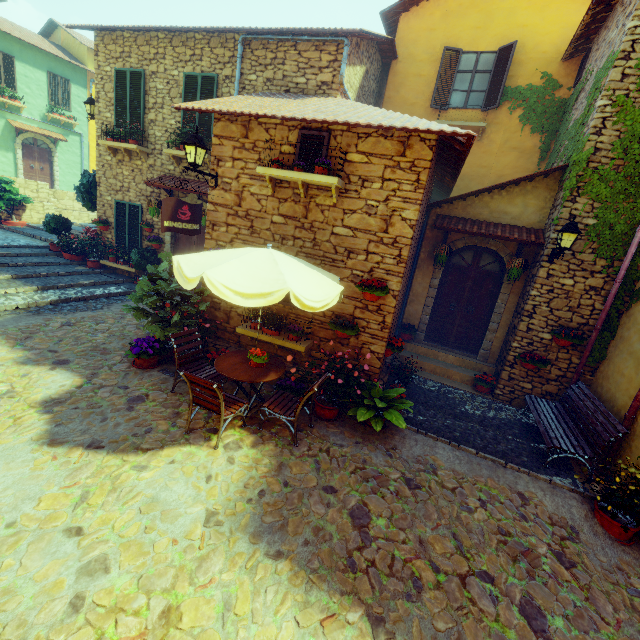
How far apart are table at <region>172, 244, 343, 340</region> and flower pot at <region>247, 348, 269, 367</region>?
1.51m

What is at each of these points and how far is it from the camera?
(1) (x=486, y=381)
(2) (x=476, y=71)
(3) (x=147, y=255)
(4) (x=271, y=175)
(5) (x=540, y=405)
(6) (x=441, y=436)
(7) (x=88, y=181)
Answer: (1) flower pot, 7.9 meters
(2) window, 9.8 meters
(3) flower pot, 10.2 meters
(4) window sill, 5.8 meters
(5) bench, 6.9 meters
(6) stair, 6.0 meters
(7) flower pot, 11.5 meters

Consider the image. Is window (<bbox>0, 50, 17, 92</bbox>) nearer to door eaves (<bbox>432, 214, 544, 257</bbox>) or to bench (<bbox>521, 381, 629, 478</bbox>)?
door eaves (<bbox>432, 214, 544, 257</bbox>)

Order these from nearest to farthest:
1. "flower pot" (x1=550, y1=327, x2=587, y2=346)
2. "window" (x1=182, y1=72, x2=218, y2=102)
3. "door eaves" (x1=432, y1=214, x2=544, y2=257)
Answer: "flower pot" (x1=550, y1=327, x2=587, y2=346) → "door eaves" (x1=432, y1=214, x2=544, y2=257) → "window" (x1=182, y1=72, x2=218, y2=102)

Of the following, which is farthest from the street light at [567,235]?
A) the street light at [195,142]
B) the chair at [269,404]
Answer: the street light at [195,142]

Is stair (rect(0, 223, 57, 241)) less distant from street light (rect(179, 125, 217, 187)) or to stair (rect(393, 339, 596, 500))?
street light (rect(179, 125, 217, 187))

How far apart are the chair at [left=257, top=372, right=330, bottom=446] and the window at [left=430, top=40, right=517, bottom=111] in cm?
978

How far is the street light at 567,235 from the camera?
6.1m
